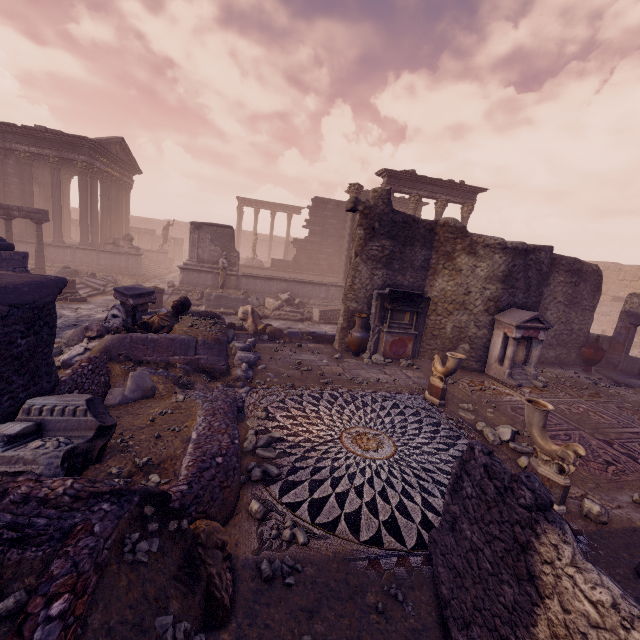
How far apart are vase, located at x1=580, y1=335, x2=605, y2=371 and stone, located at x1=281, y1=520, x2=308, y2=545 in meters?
12.8 m

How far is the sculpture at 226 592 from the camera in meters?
2.5 m

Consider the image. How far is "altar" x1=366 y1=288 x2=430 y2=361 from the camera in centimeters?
1001cm

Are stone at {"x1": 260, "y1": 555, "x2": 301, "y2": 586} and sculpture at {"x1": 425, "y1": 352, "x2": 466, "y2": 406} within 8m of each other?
yes

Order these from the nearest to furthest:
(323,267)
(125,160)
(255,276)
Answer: (255,276), (125,160), (323,267)

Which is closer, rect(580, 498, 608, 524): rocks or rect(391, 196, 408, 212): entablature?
rect(580, 498, 608, 524): rocks

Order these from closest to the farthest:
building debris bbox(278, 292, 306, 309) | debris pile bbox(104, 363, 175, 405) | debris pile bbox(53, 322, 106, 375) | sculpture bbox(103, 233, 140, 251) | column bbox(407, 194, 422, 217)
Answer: debris pile bbox(104, 363, 175, 405)
debris pile bbox(53, 322, 106, 375)
building debris bbox(278, 292, 306, 309)
column bbox(407, 194, 422, 217)
sculpture bbox(103, 233, 140, 251)

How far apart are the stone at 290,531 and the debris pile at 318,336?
7.63m
